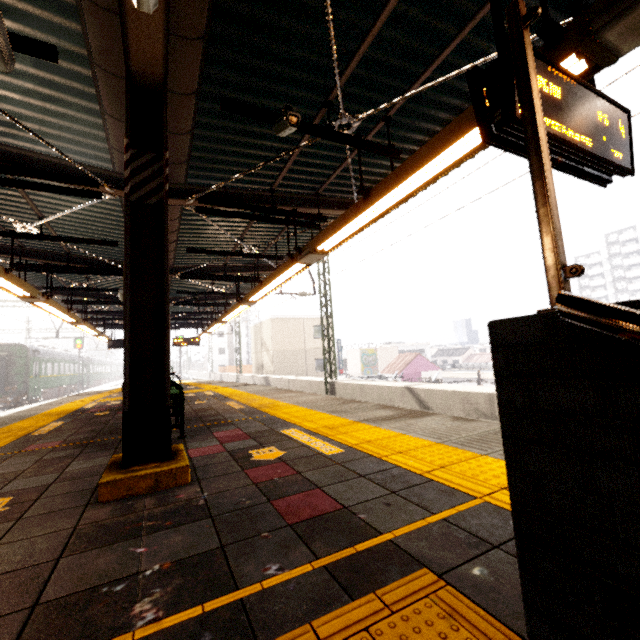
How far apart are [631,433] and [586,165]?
2.45m

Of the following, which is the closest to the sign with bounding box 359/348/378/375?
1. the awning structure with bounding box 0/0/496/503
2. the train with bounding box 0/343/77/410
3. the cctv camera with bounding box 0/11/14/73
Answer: the awning structure with bounding box 0/0/496/503

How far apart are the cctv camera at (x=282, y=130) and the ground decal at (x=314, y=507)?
3.48m

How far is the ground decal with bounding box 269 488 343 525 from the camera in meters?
1.9

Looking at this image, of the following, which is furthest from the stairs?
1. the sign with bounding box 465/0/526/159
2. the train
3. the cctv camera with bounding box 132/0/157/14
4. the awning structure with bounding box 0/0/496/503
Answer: the train

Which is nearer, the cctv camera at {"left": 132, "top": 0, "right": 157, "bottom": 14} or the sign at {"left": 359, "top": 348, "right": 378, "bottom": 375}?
the cctv camera at {"left": 132, "top": 0, "right": 157, "bottom": 14}

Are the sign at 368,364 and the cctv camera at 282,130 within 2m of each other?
no

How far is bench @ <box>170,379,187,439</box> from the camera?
4.1 meters
